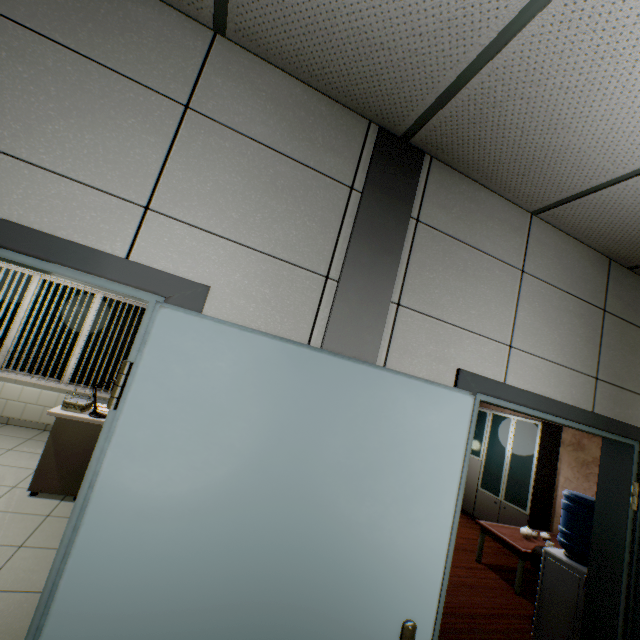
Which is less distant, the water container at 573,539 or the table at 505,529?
the water container at 573,539

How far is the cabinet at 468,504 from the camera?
5.59m

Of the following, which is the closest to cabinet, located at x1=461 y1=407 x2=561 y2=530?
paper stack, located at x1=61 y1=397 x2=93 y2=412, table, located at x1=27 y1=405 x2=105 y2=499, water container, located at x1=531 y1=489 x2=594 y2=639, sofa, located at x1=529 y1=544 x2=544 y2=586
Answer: sofa, located at x1=529 y1=544 x2=544 y2=586

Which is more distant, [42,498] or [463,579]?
[463,579]

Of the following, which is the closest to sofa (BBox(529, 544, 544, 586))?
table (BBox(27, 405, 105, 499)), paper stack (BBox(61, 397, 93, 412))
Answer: table (BBox(27, 405, 105, 499))

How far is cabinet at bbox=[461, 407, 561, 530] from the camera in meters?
5.6 m

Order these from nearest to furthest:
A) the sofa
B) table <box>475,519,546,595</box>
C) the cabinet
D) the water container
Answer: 1. the water container
2. the sofa
3. table <box>475,519,546,595</box>
4. the cabinet

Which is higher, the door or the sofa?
the door
